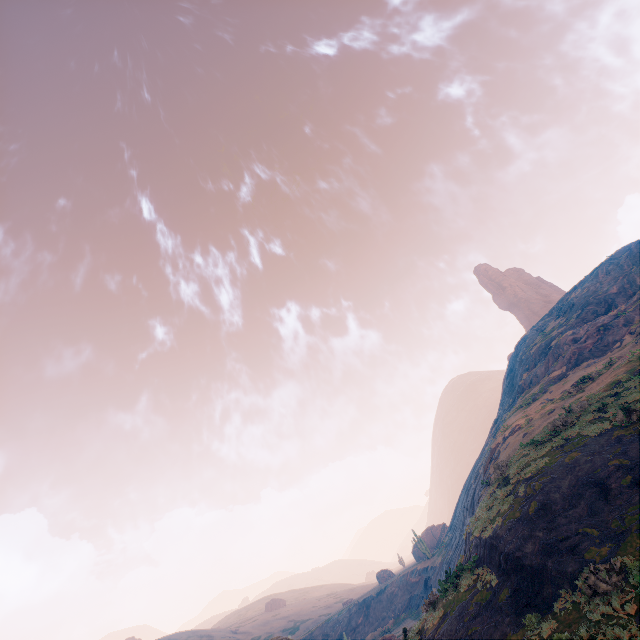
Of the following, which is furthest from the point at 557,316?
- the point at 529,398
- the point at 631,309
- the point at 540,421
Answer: the point at 540,421
